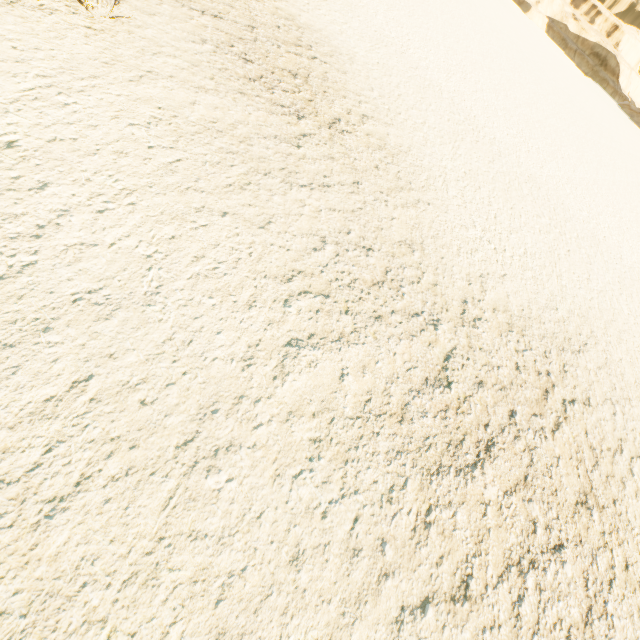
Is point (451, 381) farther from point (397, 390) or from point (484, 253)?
point (484, 253)
